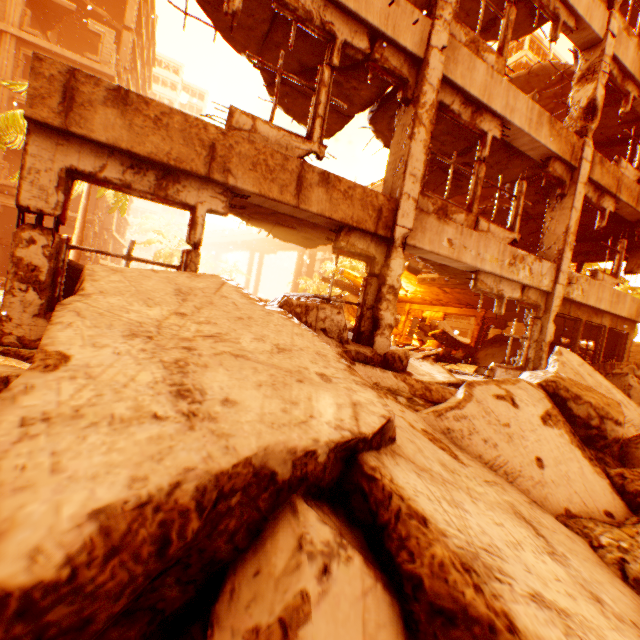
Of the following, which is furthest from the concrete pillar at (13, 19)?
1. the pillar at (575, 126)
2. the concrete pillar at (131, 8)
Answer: the pillar at (575, 126)

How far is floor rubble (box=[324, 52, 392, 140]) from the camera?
6.16m

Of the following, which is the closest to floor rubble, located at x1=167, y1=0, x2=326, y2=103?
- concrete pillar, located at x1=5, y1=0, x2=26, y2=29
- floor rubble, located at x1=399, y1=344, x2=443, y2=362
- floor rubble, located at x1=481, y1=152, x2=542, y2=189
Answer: floor rubble, located at x1=481, y1=152, x2=542, y2=189

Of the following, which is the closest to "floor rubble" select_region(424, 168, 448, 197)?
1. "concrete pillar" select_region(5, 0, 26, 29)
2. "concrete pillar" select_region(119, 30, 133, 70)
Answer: "concrete pillar" select_region(5, 0, 26, 29)

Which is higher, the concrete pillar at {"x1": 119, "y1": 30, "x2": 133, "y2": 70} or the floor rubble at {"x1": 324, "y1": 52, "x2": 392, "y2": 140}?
the concrete pillar at {"x1": 119, "y1": 30, "x2": 133, "y2": 70}

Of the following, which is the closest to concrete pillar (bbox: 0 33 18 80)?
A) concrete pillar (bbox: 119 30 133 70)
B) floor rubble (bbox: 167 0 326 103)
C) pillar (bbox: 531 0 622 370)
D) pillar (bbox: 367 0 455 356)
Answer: concrete pillar (bbox: 119 30 133 70)

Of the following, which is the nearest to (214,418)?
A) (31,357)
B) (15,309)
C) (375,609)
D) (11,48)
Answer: (375,609)

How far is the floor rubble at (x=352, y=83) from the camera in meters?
6.2
